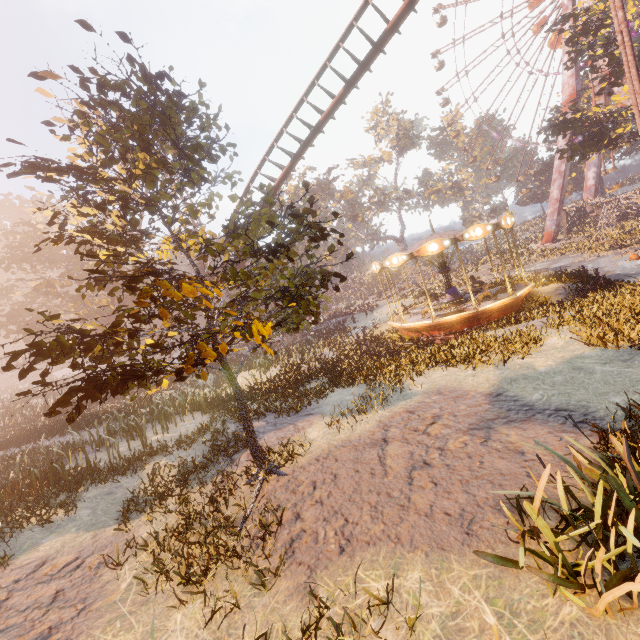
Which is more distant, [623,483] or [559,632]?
[623,483]

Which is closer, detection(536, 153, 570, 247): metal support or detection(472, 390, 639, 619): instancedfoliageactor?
detection(472, 390, 639, 619): instancedfoliageactor

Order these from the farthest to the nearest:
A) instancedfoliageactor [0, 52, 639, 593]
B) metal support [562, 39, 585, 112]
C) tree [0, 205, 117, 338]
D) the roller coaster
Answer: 1. metal support [562, 39, 585, 112]
2. tree [0, 205, 117, 338]
3. the roller coaster
4. instancedfoliageactor [0, 52, 639, 593]

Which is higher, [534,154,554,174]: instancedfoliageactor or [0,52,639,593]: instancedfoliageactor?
[534,154,554,174]: instancedfoliageactor

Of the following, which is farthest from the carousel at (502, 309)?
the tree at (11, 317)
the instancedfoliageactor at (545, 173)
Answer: the instancedfoliageactor at (545, 173)

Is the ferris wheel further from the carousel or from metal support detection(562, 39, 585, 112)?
the carousel

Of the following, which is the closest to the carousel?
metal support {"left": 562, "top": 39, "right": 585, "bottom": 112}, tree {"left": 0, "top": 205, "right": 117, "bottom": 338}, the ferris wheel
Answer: tree {"left": 0, "top": 205, "right": 117, "bottom": 338}

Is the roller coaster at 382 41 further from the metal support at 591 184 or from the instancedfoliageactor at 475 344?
the metal support at 591 184
